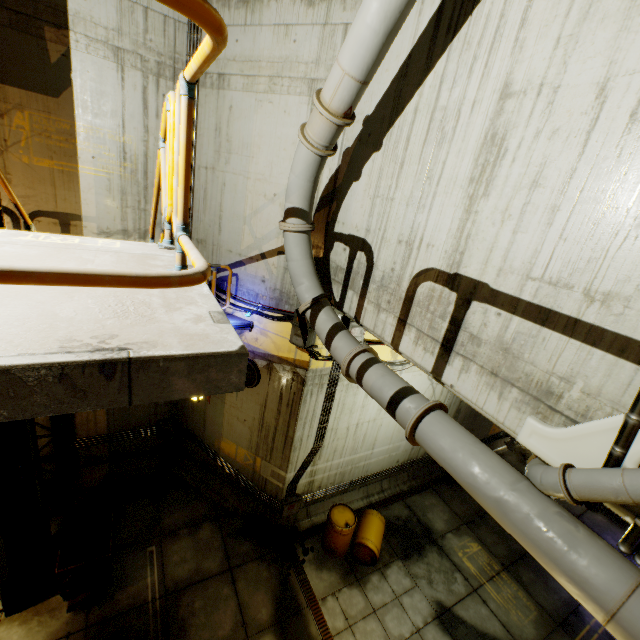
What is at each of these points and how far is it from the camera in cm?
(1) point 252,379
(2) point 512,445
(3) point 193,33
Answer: (1) cable, 841
(2) rock, 1516
(3) pipe, 675

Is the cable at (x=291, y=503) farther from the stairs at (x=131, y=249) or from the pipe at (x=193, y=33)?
the pipe at (x=193, y=33)

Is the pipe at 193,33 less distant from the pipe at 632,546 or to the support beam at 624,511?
the pipe at 632,546

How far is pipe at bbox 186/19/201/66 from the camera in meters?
6.7 m

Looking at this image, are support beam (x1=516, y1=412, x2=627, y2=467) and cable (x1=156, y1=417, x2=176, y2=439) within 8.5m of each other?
no

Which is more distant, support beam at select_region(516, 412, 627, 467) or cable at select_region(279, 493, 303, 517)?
cable at select_region(279, 493, 303, 517)

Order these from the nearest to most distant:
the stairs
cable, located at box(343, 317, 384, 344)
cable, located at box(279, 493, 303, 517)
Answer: the stairs
cable, located at box(343, 317, 384, 344)
cable, located at box(279, 493, 303, 517)

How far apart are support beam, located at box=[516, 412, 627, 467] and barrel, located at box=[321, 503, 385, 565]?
6.9m
